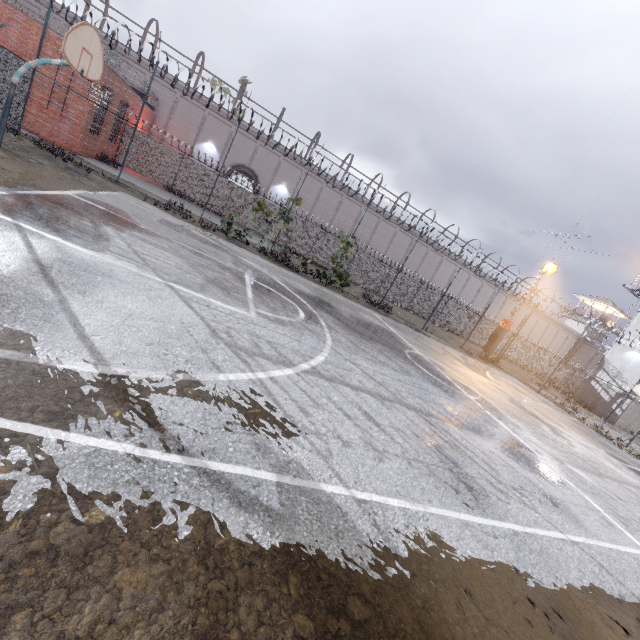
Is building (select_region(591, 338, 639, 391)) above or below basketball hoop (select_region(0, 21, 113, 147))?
above

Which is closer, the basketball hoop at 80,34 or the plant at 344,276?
the basketball hoop at 80,34

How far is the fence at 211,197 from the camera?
14.9 meters

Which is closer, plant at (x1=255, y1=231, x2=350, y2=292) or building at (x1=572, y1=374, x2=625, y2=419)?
plant at (x1=255, y1=231, x2=350, y2=292)

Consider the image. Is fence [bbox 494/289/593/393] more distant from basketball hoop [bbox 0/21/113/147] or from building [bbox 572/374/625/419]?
building [bbox 572/374/625/419]

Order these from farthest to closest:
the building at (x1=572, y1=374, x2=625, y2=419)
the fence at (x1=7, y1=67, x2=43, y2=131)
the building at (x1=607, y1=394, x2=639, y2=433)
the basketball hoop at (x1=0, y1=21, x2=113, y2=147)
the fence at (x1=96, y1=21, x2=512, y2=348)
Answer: the building at (x1=572, y1=374, x2=625, y2=419)
the building at (x1=607, y1=394, x2=639, y2=433)
the fence at (x1=96, y1=21, x2=512, y2=348)
the fence at (x1=7, y1=67, x2=43, y2=131)
the basketball hoop at (x1=0, y1=21, x2=113, y2=147)

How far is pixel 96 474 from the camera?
2.3m

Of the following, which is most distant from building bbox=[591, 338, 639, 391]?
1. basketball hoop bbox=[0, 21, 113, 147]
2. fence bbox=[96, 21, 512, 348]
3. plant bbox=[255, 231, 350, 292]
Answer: basketball hoop bbox=[0, 21, 113, 147]
